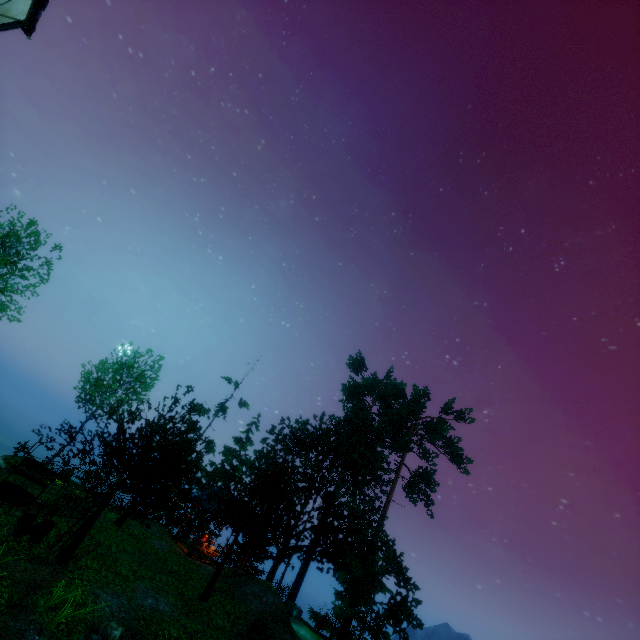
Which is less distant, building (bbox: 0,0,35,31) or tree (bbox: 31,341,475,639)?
building (bbox: 0,0,35,31)

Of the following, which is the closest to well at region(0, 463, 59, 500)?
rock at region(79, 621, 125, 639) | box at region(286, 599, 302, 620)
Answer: rock at region(79, 621, 125, 639)

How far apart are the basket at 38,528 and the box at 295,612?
21.47m

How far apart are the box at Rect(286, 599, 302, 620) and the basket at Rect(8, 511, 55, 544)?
21.47m

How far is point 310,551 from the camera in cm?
2645

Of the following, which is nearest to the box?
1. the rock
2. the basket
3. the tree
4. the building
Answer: the tree

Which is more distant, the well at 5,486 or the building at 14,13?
the well at 5,486

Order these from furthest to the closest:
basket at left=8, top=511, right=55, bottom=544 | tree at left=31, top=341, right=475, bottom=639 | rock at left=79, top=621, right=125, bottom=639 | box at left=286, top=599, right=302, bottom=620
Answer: box at left=286, top=599, right=302, bottom=620 < tree at left=31, top=341, right=475, bottom=639 < basket at left=8, top=511, right=55, bottom=544 < rock at left=79, top=621, right=125, bottom=639
